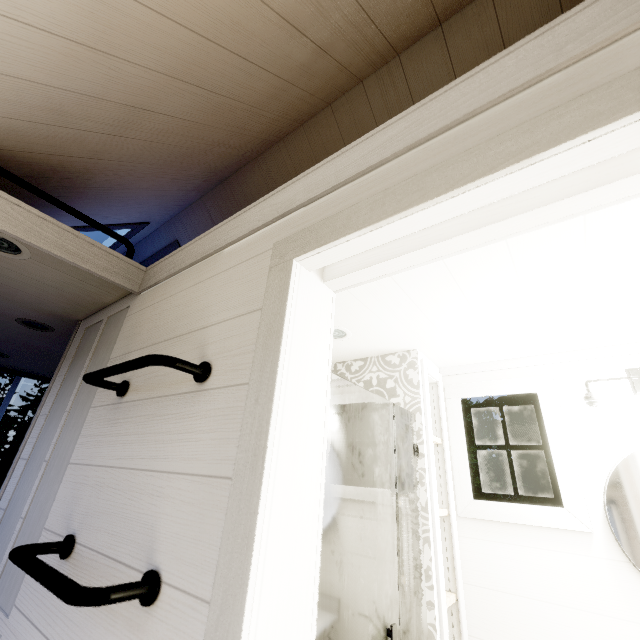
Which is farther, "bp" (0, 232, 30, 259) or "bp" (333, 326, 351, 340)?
"bp" (333, 326, 351, 340)

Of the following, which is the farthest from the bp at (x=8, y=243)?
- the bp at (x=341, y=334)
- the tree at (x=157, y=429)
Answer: the bp at (x=341, y=334)

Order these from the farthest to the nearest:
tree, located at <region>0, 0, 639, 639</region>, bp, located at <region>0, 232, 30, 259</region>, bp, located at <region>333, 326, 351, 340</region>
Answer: bp, located at <region>333, 326, 351, 340</region> < bp, located at <region>0, 232, 30, 259</region> < tree, located at <region>0, 0, 639, 639</region>

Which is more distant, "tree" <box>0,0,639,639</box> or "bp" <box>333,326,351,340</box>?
"bp" <box>333,326,351,340</box>

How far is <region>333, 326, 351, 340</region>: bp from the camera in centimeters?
187cm

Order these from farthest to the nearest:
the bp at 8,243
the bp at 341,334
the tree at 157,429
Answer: the bp at 341,334 < the bp at 8,243 < the tree at 157,429

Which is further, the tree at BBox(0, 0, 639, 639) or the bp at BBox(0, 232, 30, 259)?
the bp at BBox(0, 232, 30, 259)

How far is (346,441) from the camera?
1.3m
